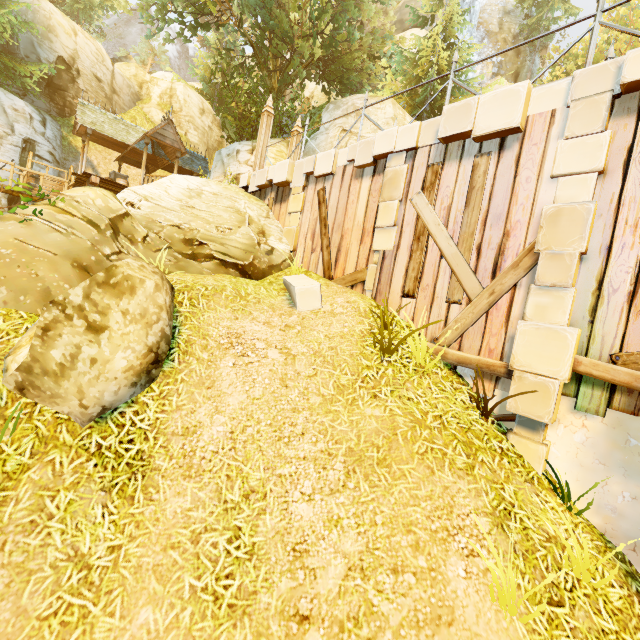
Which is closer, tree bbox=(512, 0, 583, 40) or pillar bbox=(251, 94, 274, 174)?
pillar bbox=(251, 94, 274, 174)

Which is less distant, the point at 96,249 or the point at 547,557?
the point at 547,557

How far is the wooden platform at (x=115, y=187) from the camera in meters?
15.0

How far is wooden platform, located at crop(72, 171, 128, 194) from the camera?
15.00m

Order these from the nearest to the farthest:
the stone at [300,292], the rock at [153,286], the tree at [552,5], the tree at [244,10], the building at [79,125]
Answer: the rock at [153,286] → the stone at [300,292] → the tree at [244,10] → the building at [79,125] → the tree at [552,5]

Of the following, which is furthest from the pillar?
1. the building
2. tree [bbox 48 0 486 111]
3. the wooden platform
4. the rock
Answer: the building

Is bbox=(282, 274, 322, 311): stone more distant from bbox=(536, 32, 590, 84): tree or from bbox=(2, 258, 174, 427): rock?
bbox=(536, 32, 590, 84): tree

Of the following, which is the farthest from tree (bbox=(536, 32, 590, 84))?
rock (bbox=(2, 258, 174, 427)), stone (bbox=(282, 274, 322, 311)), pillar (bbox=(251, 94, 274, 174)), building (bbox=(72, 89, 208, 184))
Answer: rock (bbox=(2, 258, 174, 427))
